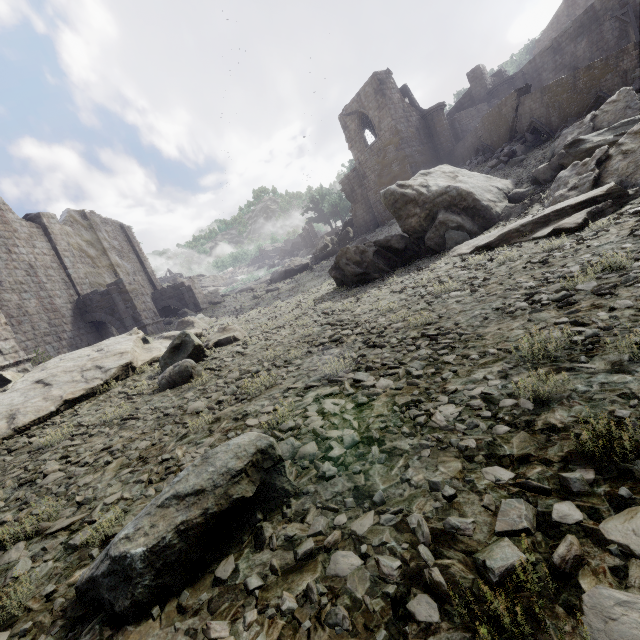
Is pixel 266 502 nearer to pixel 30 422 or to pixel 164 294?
pixel 30 422

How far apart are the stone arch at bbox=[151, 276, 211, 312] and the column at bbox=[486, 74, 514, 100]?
31.7m

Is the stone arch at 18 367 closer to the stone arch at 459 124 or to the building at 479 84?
the building at 479 84

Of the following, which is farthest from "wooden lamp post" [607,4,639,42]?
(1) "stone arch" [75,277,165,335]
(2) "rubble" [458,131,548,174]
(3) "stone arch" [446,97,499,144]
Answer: (1) "stone arch" [75,277,165,335]

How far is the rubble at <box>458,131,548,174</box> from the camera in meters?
18.1 m

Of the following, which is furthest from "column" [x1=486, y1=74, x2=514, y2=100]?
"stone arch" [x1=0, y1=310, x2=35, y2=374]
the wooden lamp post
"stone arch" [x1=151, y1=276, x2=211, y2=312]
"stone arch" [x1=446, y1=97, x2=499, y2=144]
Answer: "stone arch" [x1=0, y1=310, x2=35, y2=374]

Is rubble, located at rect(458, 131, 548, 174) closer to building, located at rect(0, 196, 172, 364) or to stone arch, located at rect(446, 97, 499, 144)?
building, located at rect(0, 196, 172, 364)

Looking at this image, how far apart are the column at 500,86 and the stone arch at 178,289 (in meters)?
31.68
